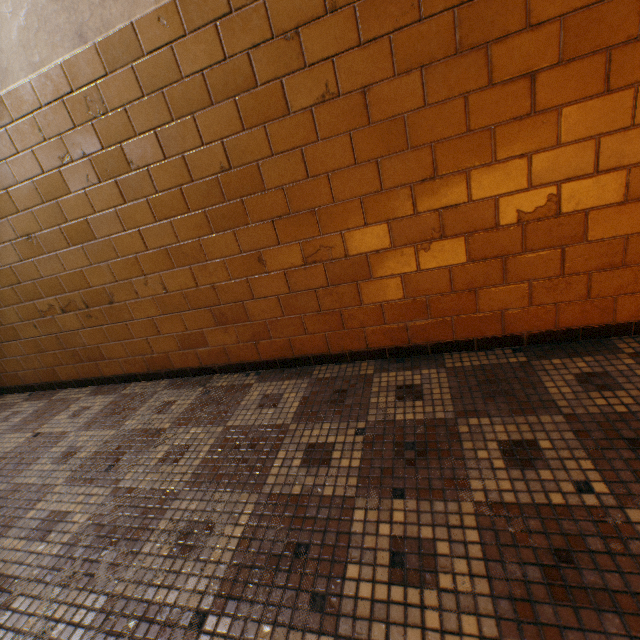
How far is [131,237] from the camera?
2.0m
